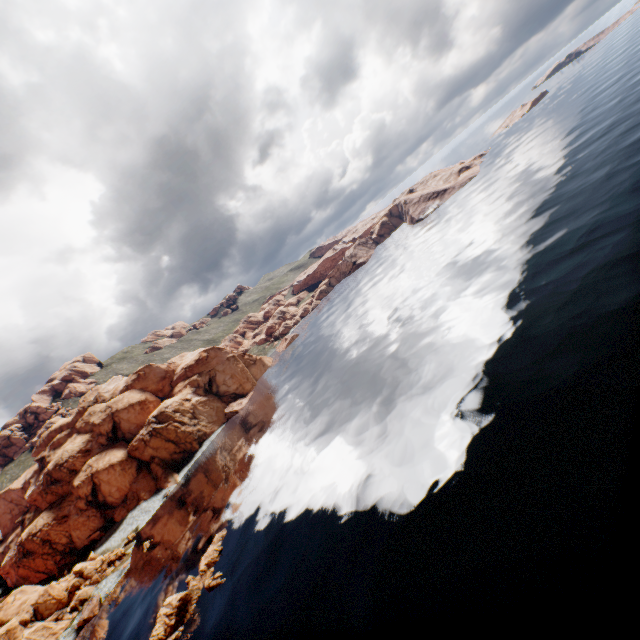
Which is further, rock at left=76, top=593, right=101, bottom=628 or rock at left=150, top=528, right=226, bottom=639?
rock at left=76, top=593, right=101, bottom=628

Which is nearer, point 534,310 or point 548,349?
point 548,349

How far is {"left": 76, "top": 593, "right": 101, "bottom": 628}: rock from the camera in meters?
52.4 m

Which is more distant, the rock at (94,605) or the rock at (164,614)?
the rock at (94,605)

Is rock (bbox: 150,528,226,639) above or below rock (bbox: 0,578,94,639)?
below
